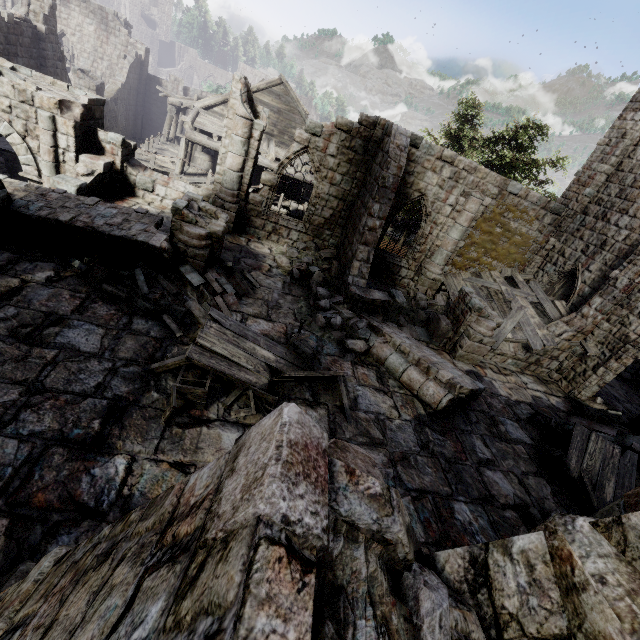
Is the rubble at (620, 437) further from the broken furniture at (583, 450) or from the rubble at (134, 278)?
the rubble at (134, 278)

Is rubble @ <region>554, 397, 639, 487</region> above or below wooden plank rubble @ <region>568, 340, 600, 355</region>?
below

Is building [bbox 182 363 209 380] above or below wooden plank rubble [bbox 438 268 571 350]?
below

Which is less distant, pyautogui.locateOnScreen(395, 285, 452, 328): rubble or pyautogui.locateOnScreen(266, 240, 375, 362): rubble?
pyautogui.locateOnScreen(266, 240, 375, 362): rubble

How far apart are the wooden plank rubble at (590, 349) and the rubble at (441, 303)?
4.31m

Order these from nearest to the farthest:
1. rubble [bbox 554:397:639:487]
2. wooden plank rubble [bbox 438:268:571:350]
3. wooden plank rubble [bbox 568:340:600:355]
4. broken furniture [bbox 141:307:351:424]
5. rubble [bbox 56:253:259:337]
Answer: broken furniture [bbox 141:307:351:424] < rubble [bbox 56:253:259:337] < rubble [bbox 554:397:639:487] < wooden plank rubble [bbox 568:340:600:355] < wooden plank rubble [bbox 438:268:571:350]

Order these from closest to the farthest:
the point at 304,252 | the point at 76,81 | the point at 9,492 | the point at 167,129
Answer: the point at 9,492 → the point at 304,252 → the point at 76,81 → the point at 167,129

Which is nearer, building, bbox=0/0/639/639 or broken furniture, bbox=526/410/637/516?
building, bbox=0/0/639/639
